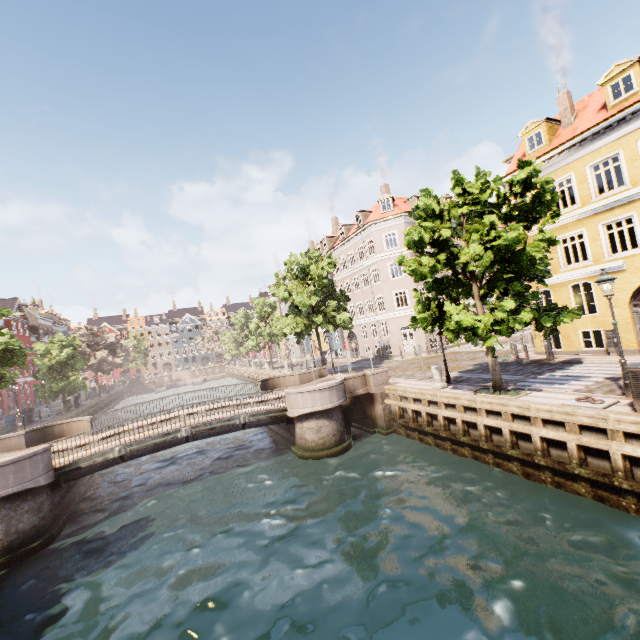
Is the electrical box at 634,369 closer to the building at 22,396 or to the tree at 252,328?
the tree at 252,328

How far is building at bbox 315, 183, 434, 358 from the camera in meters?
31.9

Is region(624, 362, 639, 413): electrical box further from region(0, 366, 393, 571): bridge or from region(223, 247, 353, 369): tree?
region(0, 366, 393, 571): bridge

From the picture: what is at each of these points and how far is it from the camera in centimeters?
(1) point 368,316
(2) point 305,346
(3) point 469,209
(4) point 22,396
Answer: (1) building, 3562cm
(2) building, 5416cm
(3) tree, 1241cm
(4) building, 4400cm

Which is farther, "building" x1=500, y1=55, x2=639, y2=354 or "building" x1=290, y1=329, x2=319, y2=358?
"building" x1=290, y1=329, x2=319, y2=358

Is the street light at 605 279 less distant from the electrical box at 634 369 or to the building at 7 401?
the electrical box at 634 369

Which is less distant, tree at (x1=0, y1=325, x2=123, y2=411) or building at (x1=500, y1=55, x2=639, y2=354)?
building at (x1=500, y1=55, x2=639, y2=354)

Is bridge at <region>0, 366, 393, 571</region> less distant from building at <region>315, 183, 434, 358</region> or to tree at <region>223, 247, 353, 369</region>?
tree at <region>223, 247, 353, 369</region>
